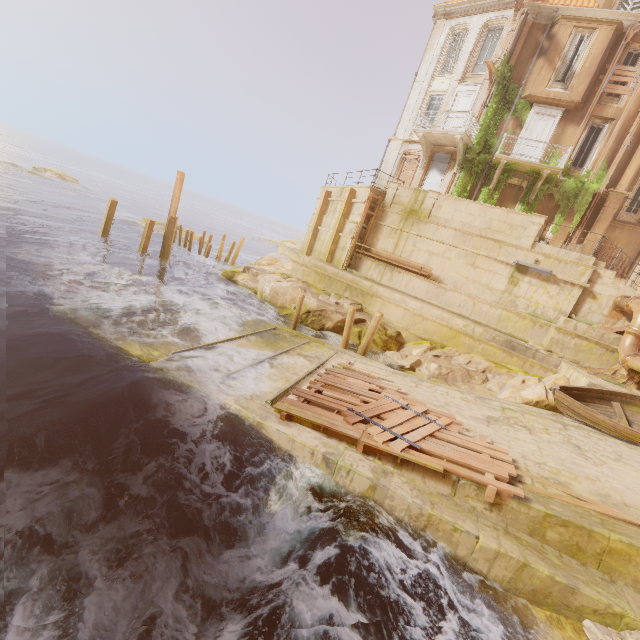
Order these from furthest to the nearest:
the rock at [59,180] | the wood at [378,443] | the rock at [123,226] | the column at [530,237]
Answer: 1. the rock at [59,180]
2. the rock at [123,226]
3. the column at [530,237]
4. the wood at [378,443]

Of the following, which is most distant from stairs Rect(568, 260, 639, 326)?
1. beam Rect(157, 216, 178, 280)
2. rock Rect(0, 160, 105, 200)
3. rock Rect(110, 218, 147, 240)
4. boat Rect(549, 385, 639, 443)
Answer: rock Rect(0, 160, 105, 200)

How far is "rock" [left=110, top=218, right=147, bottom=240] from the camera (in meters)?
27.41

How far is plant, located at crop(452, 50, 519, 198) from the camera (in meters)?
19.24

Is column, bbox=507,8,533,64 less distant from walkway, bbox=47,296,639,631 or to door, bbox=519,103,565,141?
door, bbox=519,103,565,141

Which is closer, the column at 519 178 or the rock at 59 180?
the column at 519 178

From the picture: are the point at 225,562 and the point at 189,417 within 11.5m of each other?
yes

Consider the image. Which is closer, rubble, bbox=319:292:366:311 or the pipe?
the pipe
